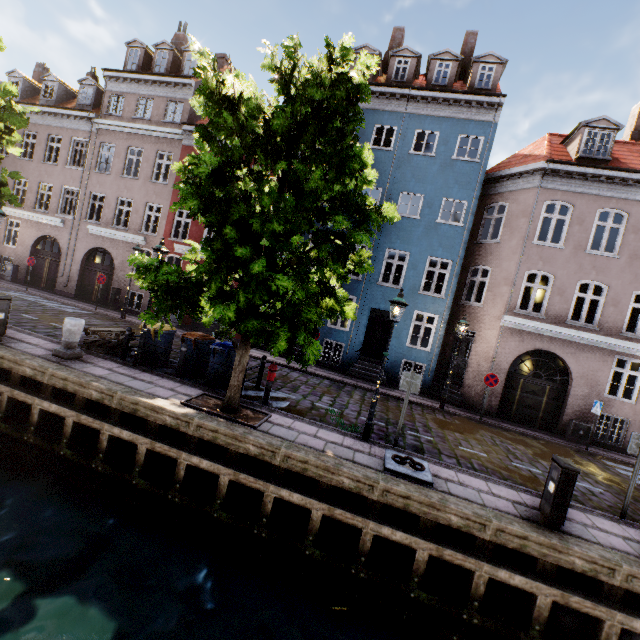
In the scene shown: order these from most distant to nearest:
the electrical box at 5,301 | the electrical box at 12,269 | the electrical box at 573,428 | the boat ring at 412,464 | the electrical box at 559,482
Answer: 1. the electrical box at 12,269
2. the electrical box at 573,428
3. the electrical box at 5,301
4. the boat ring at 412,464
5. the electrical box at 559,482

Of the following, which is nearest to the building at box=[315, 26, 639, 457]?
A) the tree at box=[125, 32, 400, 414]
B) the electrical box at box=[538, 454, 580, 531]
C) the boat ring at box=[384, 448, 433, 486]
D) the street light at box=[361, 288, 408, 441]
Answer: the street light at box=[361, 288, 408, 441]

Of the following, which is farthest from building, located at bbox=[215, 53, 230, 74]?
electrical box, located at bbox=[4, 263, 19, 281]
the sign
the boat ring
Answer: the boat ring

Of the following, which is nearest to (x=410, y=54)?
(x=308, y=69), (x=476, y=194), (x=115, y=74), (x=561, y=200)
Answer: (x=476, y=194)

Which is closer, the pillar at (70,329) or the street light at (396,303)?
the street light at (396,303)

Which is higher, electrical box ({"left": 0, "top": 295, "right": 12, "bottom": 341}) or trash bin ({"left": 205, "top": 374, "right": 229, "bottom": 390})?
electrical box ({"left": 0, "top": 295, "right": 12, "bottom": 341})

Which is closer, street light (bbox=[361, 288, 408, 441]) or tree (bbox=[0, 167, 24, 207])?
street light (bbox=[361, 288, 408, 441])

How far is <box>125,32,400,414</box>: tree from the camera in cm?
589
